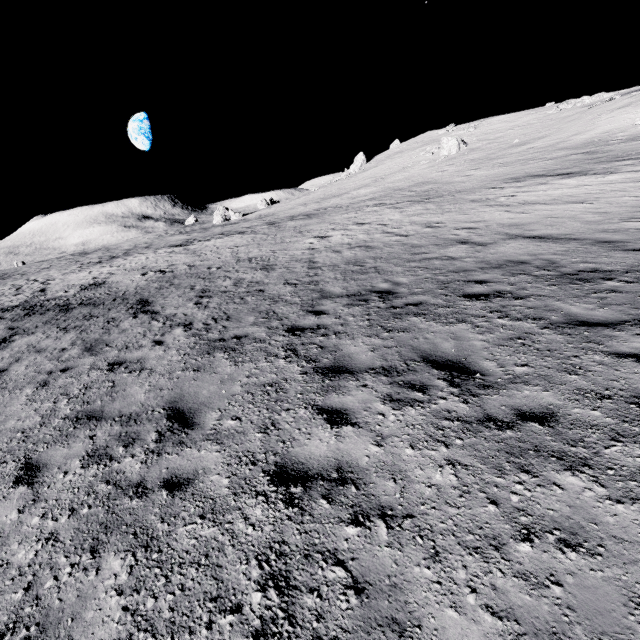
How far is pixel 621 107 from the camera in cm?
2952

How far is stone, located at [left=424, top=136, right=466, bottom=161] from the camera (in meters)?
41.94

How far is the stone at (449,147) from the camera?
41.9m
